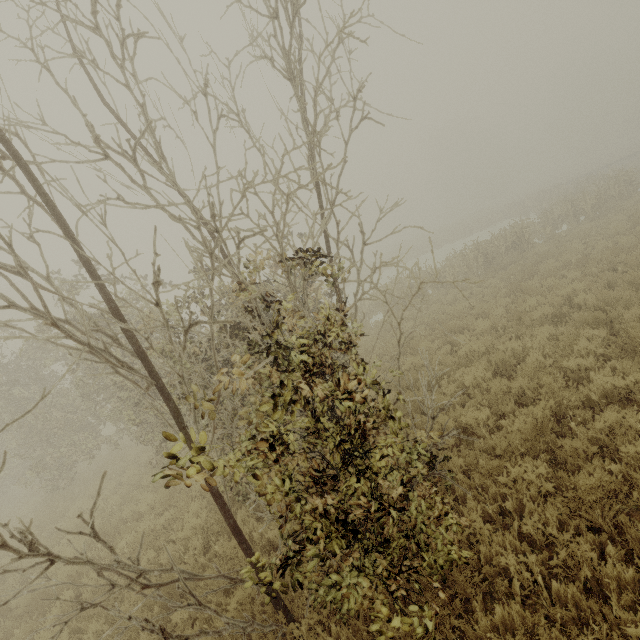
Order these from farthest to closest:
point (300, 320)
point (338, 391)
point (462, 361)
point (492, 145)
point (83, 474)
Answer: point (492, 145) → point (83, 474) → point (462, 361) → point (300, 320) → point (338, 391)
